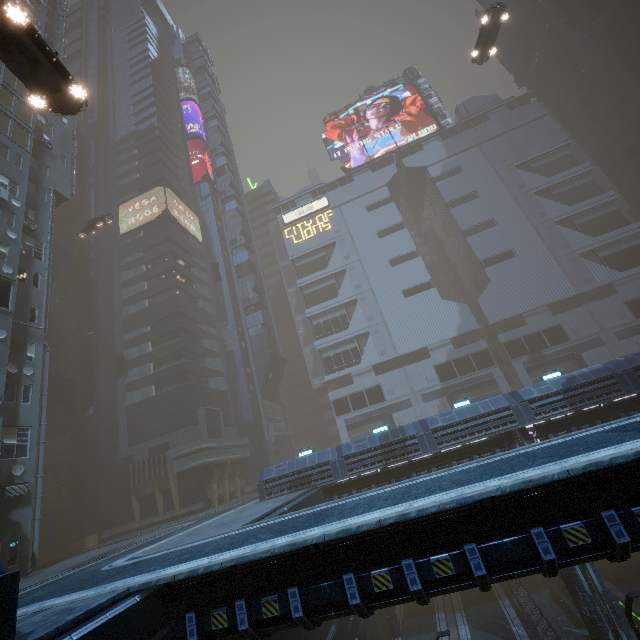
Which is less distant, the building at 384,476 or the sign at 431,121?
the building at 384,476

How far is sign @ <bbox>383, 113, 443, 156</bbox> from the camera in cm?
5875

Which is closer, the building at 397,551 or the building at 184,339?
the building at 397,551

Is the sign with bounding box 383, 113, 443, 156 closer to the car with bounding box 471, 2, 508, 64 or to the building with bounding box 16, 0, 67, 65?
the building with bounding box 16, 0, 67, 65

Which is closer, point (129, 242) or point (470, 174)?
point (129, 242)

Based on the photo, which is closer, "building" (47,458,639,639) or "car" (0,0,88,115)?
"building" (47,458,639,639)

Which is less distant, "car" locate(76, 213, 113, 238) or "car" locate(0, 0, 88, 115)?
"car" locate(0, 0, 88, 115)

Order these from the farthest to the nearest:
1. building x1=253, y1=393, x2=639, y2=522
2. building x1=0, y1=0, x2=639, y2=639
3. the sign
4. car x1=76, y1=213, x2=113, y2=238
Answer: the sign, car x1=76, y1=213, x2=113, y2=238, building x1=0, y1=0, x2=639, y2=639, building x1=253, y1=393, x2=639, y2=522
